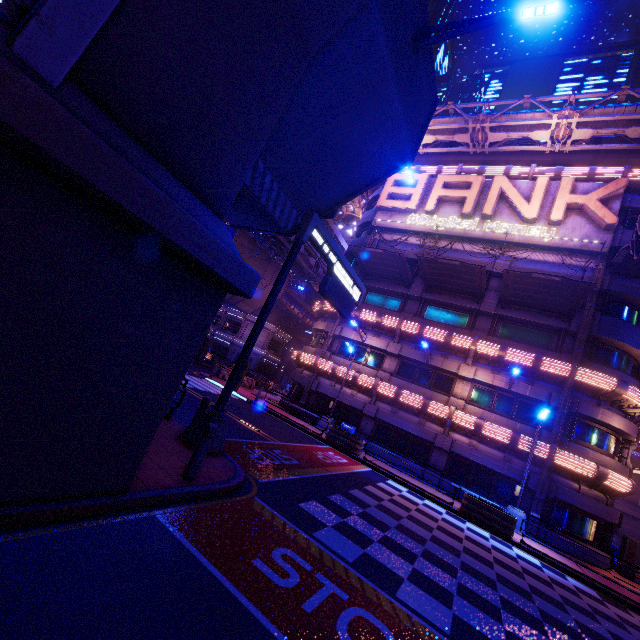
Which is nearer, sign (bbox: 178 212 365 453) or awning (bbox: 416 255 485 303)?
sign (bbox: 178 212 365 453)

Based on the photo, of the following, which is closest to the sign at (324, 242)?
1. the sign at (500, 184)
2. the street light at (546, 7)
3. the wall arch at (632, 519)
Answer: the street light at (546, 7)

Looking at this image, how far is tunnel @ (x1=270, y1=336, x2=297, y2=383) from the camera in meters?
57.6

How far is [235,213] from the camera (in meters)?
12.02

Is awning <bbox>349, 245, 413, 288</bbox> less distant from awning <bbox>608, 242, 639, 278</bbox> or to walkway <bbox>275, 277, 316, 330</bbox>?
awning <bbox>608, 242, 639, 278</bbox>

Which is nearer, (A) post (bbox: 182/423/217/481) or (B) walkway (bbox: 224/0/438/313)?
(A) post (bbox: 182/423/217/481)

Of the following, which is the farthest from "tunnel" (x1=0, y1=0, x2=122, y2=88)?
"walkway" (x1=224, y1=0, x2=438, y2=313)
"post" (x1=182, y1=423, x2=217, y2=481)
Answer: "post" (x1=182, y1=423, x2=217, y2=481)

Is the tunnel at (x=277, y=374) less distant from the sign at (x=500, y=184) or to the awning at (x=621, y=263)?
the sign at (x=500, y=184)
